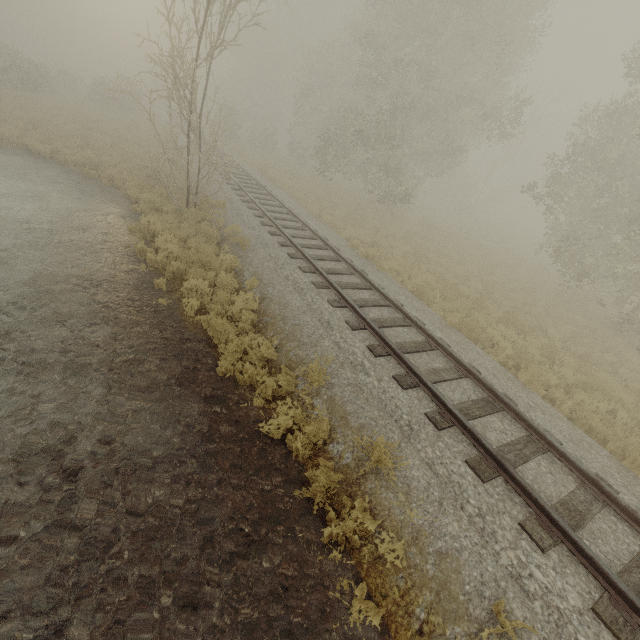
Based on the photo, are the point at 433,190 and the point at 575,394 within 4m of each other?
no
